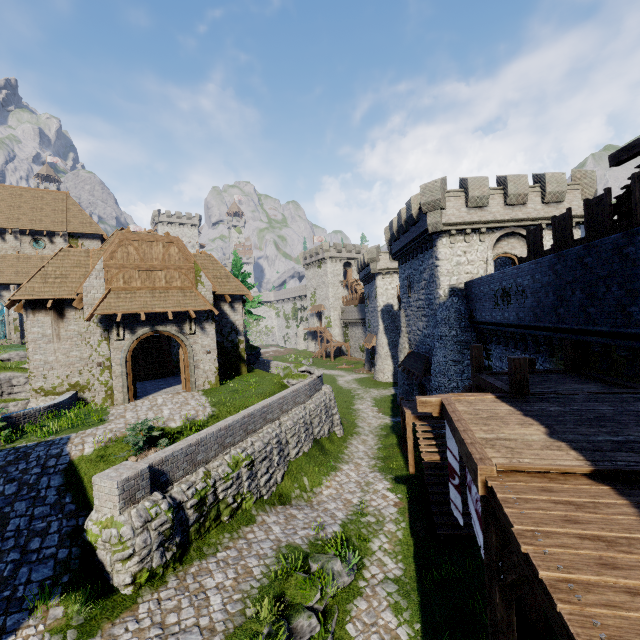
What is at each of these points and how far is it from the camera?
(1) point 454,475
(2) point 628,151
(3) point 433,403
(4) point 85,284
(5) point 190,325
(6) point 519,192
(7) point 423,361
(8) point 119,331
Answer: (1) flag, 7.84m
(2) wooden beam, 9.08m
(3) wooden support, 8.23m
(4) building, 16.23m
(5) window slit, 18.80m
(6) building, 20.45m
(7) awning, 24.58m
(8) window slit, 16.92m

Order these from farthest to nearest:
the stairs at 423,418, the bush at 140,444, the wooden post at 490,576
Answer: the stairs at 423,418 → the bush at 140,444 → the wooden post at 490,576

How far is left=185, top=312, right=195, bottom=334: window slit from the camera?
18.7 meters

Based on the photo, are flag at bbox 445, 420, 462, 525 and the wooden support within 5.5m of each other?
yes

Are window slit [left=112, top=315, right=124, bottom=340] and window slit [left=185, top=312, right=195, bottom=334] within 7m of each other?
yes

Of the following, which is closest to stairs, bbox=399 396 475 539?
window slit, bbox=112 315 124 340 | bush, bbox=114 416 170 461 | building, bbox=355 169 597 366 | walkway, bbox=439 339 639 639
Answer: walkway, bbox=439 339 639 639

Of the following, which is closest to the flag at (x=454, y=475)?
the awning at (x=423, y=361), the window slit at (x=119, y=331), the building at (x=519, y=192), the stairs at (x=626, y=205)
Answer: the stairs at (x=626, y=205)

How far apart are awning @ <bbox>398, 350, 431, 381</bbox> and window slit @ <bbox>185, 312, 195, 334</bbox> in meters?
15.6 m
